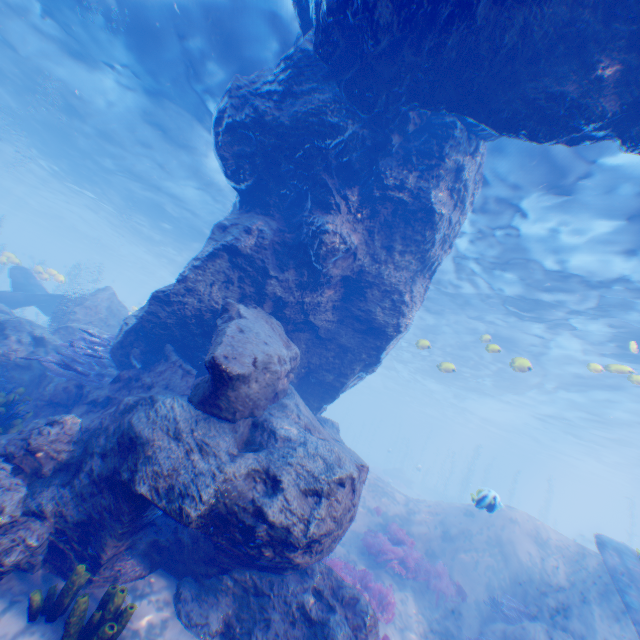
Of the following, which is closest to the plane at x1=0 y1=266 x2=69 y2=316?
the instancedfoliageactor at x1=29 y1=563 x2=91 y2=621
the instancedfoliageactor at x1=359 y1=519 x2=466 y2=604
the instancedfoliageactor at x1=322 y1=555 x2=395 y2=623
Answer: the instancedfoliageactor at x1=29 y1=563 x2=91 y2=621

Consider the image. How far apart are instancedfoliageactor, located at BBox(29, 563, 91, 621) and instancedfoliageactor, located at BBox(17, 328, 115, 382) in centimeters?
517cm

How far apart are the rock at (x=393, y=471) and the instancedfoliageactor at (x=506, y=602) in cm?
2728

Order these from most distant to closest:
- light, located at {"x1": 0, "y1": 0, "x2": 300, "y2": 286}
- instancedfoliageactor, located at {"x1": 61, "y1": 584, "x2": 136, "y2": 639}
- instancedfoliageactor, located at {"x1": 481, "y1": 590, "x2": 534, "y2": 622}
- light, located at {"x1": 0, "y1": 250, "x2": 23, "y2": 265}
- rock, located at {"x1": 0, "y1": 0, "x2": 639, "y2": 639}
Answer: light, located at {"x1": 0, "y1": 250, "x2": 23, "y2": 265}, light, located at {"x1": 0, "y1": 0, "x2": 300, "y2": 286}, instancedfoliageactor, located at {"x1": 481, "y1": 590, "x2": 534, "y2": 622}, rock, located at {"x1": 0, "y1": 0, "x2": 639, "y2": 639}, instancedfoliageactor, located at {"x1": 61, "y1": 584, "x2": 136, "y2": 639}

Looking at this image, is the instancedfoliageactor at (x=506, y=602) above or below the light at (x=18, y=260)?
below

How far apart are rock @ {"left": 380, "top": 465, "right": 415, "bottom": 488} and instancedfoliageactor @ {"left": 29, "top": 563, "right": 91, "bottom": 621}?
36.6 meters

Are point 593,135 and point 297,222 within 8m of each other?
yes

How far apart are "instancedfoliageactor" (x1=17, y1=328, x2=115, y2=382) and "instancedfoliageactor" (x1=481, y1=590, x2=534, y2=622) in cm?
1309
